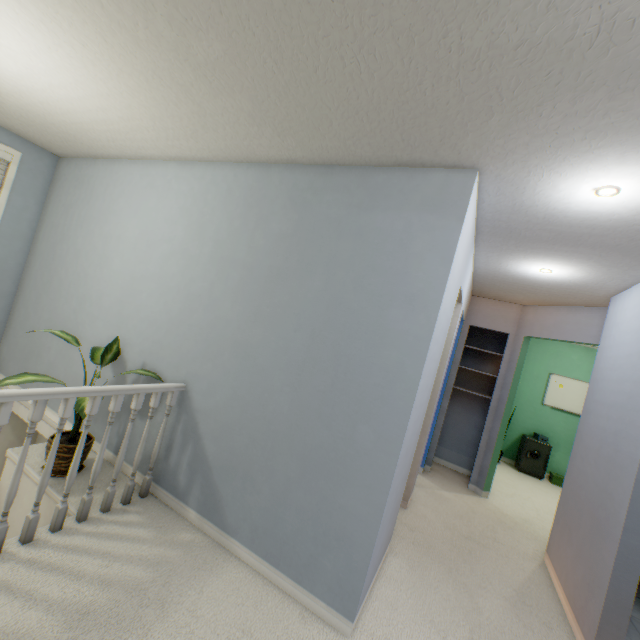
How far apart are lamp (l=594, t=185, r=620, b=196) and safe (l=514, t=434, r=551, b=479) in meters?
5.4

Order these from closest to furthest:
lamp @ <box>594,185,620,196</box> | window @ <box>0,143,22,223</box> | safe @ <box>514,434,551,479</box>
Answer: lamp @ <box>594,185,620,196</box> → window @ <box>0,143,22,223</box> → safe @ <box>514,434,551,479</box>

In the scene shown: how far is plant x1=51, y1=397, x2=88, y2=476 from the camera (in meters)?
1.86

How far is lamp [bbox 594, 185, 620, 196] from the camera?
1.53m

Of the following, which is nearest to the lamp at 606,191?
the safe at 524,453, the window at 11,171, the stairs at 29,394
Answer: the stairs at 29,394

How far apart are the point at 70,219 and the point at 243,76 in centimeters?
284cm

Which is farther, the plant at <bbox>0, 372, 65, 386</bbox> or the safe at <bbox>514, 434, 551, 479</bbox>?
the safe at <bbox>514, 434, 551, 479</bbox>

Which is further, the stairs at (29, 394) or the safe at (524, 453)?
the safe at (524, 453)
